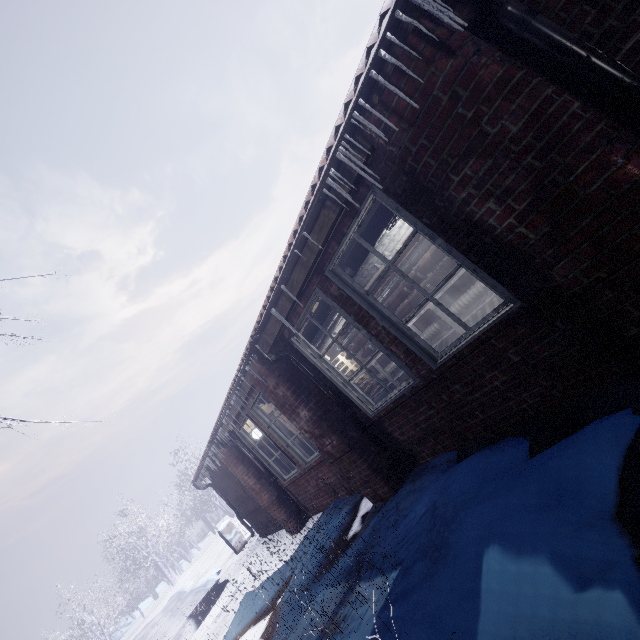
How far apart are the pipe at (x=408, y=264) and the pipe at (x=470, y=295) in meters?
0.4

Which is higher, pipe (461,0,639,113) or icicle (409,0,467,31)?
icicle (409,0,467,31)

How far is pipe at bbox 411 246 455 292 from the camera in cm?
538

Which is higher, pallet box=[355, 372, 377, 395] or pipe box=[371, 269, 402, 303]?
pipe box=[371, 269, 402, 303]

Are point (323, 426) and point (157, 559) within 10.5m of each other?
no

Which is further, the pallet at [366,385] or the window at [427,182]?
the pallet at [366,385]

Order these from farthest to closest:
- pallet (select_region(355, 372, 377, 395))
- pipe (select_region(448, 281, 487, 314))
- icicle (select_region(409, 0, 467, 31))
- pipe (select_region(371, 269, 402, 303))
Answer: pallet (select_region(355, 372, 377, 395)) → pipe (select_region(371, 269, 402, 303)) → pipe (select_region(448, 281, 487, 314)) → icicle (select_region(409, 0, 467, 31))

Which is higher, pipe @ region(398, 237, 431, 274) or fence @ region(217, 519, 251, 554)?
pipe @ region(398, 237, 431, 274)
